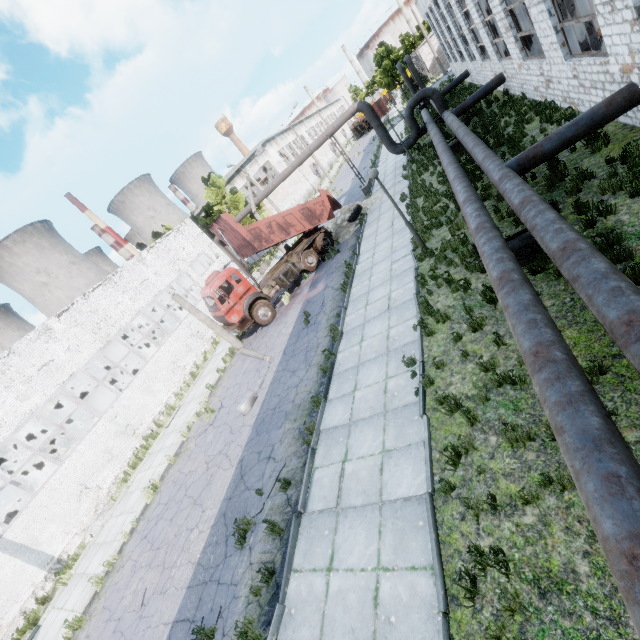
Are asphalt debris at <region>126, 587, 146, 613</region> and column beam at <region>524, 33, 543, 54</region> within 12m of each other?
no

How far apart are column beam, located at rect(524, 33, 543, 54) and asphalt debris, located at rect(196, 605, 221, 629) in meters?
21.9 m

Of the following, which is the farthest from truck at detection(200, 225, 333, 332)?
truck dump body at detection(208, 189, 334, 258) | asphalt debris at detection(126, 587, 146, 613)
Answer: asphalt debris at detection(126, 587, 146, 613)

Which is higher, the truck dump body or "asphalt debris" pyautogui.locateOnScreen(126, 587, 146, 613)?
the truck dump body

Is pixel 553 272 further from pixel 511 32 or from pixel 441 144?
pixel 511 32

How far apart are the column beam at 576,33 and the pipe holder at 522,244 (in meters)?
7.64

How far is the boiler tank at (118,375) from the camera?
23.89m

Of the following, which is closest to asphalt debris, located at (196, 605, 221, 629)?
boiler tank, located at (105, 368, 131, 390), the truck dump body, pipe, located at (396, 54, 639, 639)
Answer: pipe, located at (396, 54, 639, 639)
